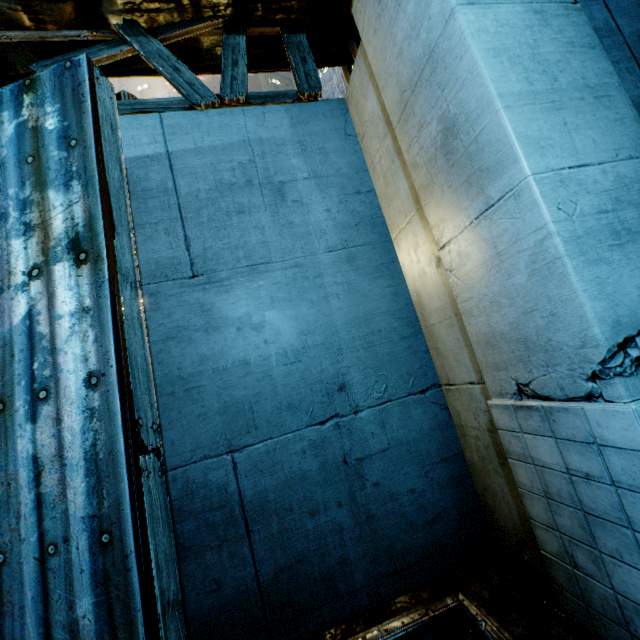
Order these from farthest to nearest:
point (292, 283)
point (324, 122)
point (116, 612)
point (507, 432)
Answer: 1. point (324, 122)
2. point (292, 283)
3. point (507, 432)
4. point (116, 612)
